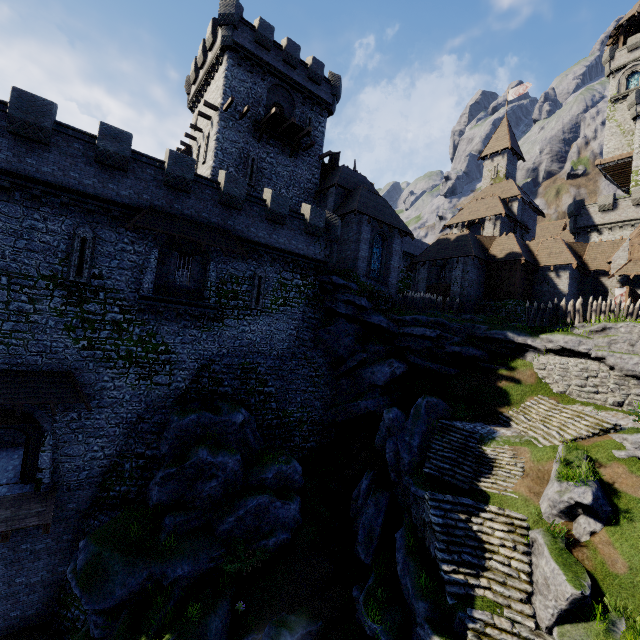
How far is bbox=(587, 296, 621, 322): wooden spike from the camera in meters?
21.9

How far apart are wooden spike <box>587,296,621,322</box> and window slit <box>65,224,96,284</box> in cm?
3084

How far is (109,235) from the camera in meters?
16.1 m

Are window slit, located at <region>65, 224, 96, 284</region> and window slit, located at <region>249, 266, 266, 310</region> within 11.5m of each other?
yes

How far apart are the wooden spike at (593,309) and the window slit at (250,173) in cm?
2630

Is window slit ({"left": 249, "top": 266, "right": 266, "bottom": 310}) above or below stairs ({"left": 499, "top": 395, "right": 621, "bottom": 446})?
above

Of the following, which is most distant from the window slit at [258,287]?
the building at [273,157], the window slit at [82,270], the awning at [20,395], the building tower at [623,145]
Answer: the building tower at [623,145]

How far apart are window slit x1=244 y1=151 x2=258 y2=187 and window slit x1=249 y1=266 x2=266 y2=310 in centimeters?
890cm
